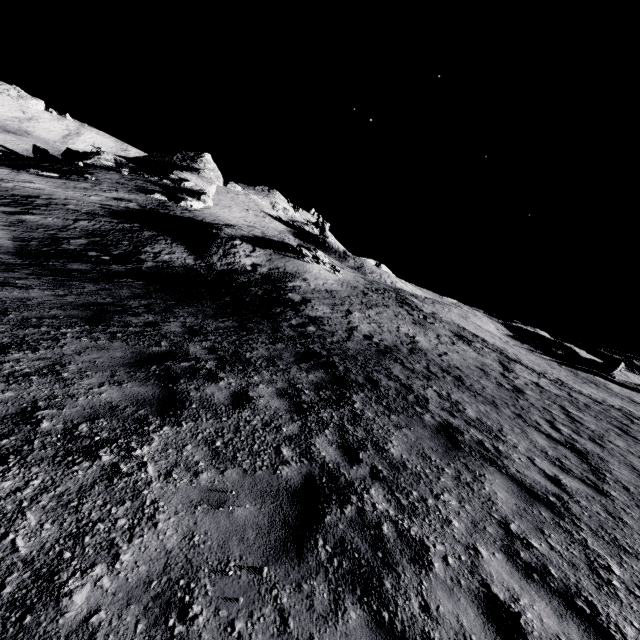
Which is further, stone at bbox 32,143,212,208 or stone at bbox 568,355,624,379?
stone at bbox 32,143,212,208

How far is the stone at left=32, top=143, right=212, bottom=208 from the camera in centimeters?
4634cm

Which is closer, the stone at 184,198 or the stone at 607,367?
the stone at 607,367

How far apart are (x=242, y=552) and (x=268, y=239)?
37.88m

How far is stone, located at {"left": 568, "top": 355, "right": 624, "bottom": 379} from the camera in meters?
40.7 m

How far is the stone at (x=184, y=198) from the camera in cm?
4634
